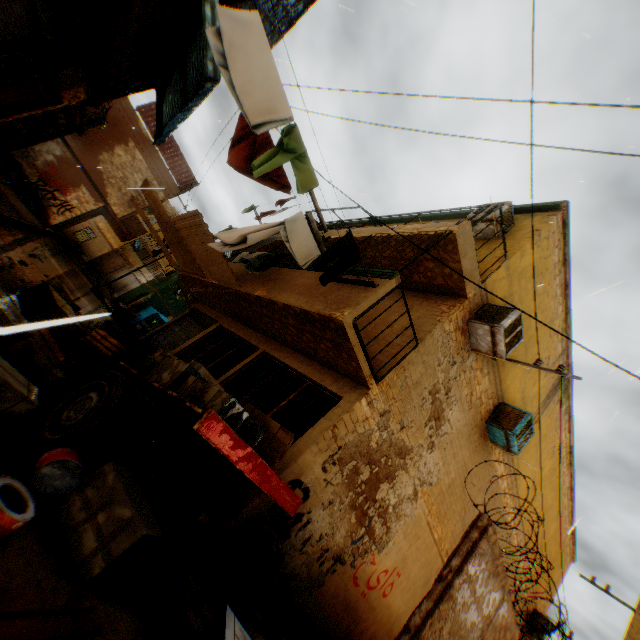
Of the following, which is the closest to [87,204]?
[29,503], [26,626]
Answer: [29,503]

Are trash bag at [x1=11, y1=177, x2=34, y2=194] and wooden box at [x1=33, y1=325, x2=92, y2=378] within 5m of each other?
no

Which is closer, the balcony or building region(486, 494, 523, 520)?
building region(486, 494, 523, 520)

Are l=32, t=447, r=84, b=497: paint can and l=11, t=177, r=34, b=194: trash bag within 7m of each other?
no

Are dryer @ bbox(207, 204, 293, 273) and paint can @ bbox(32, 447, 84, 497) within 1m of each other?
no

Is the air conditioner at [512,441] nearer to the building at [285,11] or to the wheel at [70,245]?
the building at [285,11]

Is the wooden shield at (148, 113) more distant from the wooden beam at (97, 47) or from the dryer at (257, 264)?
the dryer at (257, 264)

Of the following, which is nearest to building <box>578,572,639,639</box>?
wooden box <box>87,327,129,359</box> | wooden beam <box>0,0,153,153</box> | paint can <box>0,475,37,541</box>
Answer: wooden beam <box>0,0,153,153</box>
